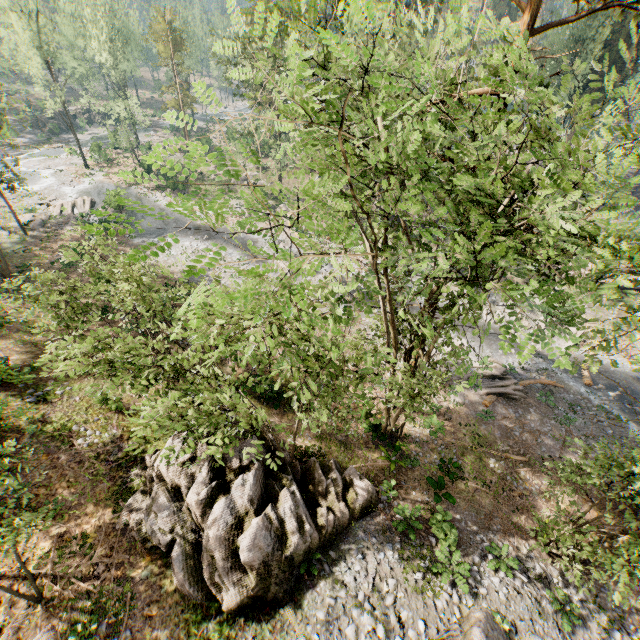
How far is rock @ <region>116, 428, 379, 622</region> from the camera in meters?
10.4

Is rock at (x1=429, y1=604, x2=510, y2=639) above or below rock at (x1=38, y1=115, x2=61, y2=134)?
above

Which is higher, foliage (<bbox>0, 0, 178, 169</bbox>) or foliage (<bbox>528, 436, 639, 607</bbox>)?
foliage (<bbox>0, 0, 178, 169</bbox>)

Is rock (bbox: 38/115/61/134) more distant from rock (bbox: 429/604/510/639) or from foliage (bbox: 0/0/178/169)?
rock (bbox: 429/604/510/639)

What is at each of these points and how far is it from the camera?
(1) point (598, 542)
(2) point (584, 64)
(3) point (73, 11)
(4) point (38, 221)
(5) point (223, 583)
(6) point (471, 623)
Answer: (1) foliage, 13.83m
(2) foliage, 8.78m
(3) foliage, 37.06m
(4) foliage, 34.50m
(5) rock, 10.28m
(6) rock, 10.93m

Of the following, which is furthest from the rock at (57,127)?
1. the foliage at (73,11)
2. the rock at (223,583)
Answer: the rock at (223,583)

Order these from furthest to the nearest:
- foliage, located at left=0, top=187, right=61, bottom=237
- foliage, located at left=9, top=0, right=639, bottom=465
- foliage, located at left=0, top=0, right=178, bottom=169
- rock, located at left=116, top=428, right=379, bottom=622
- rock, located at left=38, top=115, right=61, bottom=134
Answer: rock, located at left=38, top=115, right=61, bottom=134, foliage, located at left=0, top=0, right=178, bottom=169, foliage, located at left=0, top=187, right=61, bottom=237, rock, located at left=116, top=428, right=379, bottom=622, foliage, located at left=9, top=0, right=639, bottom=465

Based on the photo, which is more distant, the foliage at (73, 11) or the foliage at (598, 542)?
the foliage at (73, 11)
